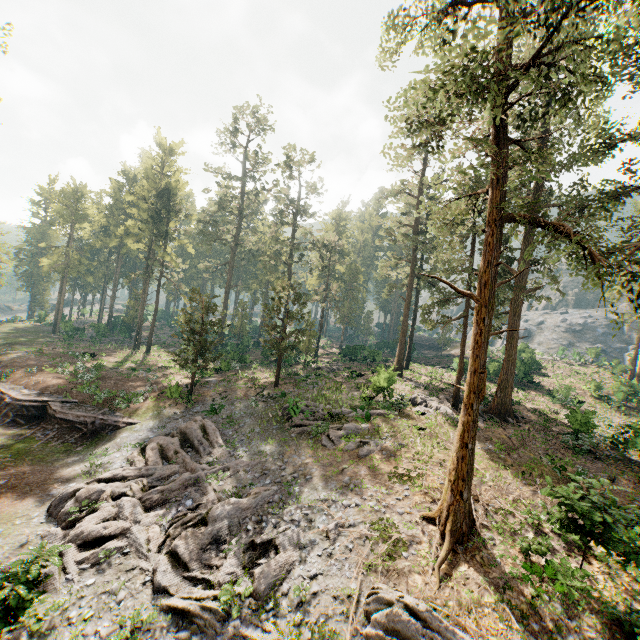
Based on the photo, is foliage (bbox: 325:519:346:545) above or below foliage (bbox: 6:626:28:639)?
above

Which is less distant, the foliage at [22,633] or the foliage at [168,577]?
the foliage at [22,633]

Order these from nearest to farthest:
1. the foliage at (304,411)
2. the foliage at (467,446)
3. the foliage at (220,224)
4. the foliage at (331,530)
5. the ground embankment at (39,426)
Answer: the foliage at (467,446) → the foliage at (331,530) → the foliage at (304,411) → the ground embankment at (39,426) → the foliage at (220,224)

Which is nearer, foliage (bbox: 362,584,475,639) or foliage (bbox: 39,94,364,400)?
foliage (bbox: 362,584,475,639)

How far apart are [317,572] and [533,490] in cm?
1193

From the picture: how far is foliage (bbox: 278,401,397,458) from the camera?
19.9 meters
